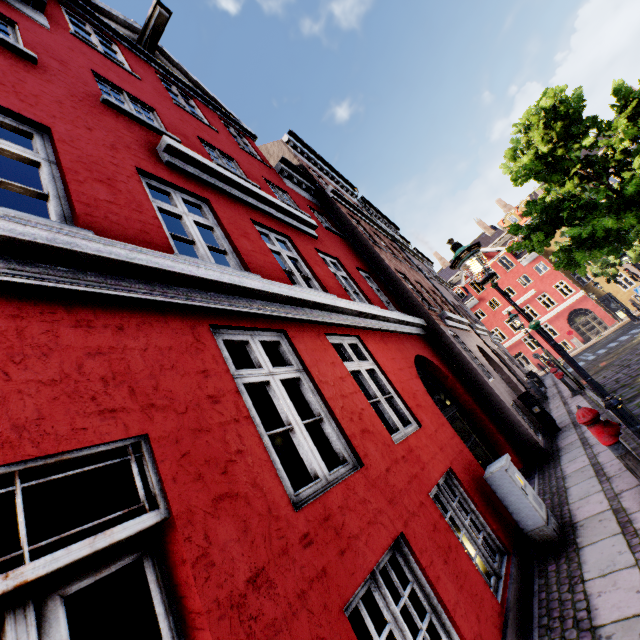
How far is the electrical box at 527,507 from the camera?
4.2 meters

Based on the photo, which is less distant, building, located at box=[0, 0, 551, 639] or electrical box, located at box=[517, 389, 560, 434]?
building, located at box=[0, 0, 551, 639]

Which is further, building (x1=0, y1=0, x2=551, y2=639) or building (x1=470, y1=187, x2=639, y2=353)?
building (x1=470, y1=187, x2=639, y2=353)

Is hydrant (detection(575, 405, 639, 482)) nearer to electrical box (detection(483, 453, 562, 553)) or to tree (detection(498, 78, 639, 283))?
electrical box (detection(483, 453, 562, 553))

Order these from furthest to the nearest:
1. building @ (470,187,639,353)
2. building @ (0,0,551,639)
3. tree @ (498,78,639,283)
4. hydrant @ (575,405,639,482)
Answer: building @ (470,187,639,353), tree @ (498,78,639,283), hydrant @ (575,405,639,482), building @ (0,0,551,639)

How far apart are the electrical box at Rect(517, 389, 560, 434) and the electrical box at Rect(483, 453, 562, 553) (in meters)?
5.59

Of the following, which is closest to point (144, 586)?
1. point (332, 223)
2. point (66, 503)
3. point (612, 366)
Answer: point (66, 503)

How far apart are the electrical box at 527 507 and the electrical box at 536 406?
5.6 meters
